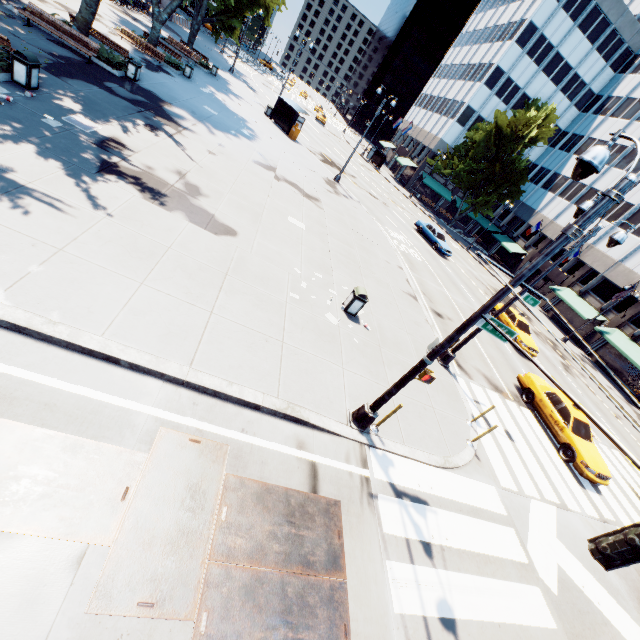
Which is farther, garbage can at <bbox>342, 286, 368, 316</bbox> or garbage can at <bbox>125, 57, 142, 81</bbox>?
garbage can at <bbox>125, 57, 142, 81</bbox>

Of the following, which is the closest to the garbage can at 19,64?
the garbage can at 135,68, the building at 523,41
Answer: the garbage can at 135,68

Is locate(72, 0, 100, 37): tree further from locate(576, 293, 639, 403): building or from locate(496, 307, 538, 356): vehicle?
locate(496, 307, 538, 356): vehicle

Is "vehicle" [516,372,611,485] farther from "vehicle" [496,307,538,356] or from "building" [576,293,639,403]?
"building" [576,293,639,403]

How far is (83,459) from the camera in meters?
4.6 m

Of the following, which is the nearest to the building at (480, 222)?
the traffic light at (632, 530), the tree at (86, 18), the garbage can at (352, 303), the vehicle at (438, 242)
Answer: the tree at (86, 18)

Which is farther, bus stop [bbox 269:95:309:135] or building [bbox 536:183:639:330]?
building [bbox 536:183:639:330]

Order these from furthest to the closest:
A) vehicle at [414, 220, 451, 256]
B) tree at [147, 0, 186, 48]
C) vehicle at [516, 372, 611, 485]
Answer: vehicle at [414, 220, 451, 256], tree at [147, 0, 186, 48], vehicle at [516, 372, 611, 485]
